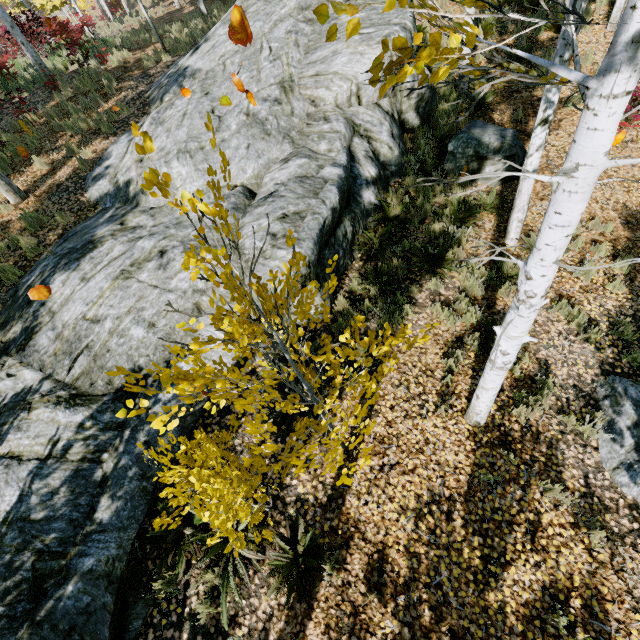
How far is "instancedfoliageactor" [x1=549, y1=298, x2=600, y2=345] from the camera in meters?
5.3

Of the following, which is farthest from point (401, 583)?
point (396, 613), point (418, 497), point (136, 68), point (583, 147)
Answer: point (136, 68)

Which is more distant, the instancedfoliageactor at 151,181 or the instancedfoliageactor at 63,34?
the instancedfoliageactor at 63,34

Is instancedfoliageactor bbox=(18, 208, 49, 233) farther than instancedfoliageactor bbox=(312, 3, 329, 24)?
Yes

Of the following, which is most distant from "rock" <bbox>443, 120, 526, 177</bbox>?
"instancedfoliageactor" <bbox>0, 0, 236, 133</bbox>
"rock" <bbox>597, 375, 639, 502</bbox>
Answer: "rock" <bbox>597, 375, 639, 502</bbox>

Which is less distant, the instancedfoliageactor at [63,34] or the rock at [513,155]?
the rock at [513,155]

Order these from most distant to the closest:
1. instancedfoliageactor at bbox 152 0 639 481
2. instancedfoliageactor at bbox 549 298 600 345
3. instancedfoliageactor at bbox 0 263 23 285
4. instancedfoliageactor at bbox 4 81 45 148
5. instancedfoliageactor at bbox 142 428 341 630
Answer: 1. instancedfoliageactor at bbox 4 81 45 148
2. instancedfoliageactor at bbox 0 263 23 285
3. instancedfoliageactor at bbox 549 298 600 345
4. instancedfoliageactor at bbox 142 428 341 630
5. instancedfoliageactor at bbox 152 0 639 481

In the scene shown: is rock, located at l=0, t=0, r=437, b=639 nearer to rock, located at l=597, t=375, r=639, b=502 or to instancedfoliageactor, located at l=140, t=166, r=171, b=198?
instancedfoliageactor, located at l=140, t=166, r=171, b=198
